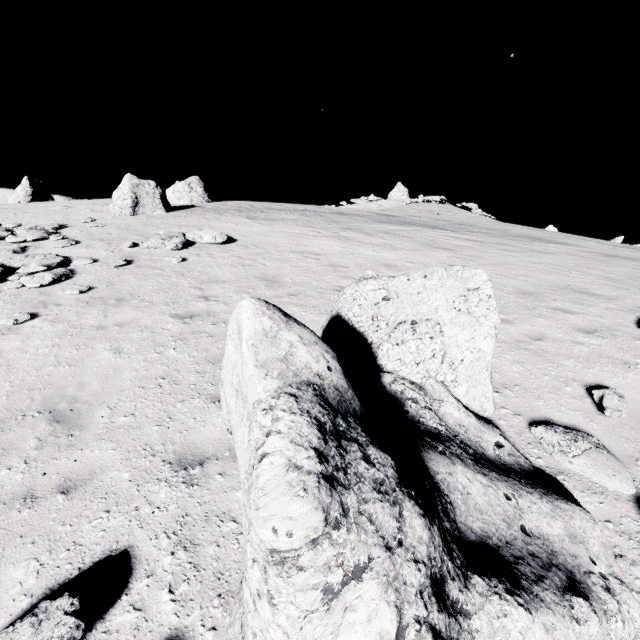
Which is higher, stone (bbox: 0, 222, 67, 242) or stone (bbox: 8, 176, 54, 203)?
stone (bbox: 8, 176, 54, 203)

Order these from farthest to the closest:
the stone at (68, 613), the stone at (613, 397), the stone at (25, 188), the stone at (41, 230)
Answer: the stone at (25, 188), the stone at (41, 230), the stone at (613, 397), the stone at (68, 613)

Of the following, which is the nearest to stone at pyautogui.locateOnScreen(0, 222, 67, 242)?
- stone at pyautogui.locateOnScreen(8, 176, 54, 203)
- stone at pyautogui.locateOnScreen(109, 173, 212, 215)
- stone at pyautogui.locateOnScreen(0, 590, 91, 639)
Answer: stone at pyautogui.locateOnScreen(8, 176, 54, 203)

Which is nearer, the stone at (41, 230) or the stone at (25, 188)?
the stone at (41, 230)

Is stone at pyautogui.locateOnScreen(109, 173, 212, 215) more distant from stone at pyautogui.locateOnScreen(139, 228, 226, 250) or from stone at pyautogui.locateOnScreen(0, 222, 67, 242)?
stone at pyautogui.locateOnScreen(0, 222, 67, 242)

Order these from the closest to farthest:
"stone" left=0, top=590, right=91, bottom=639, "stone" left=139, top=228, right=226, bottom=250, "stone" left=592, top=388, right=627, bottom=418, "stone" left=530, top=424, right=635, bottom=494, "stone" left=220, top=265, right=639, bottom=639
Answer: "stone" left=220, top=265, right=639, bottom=639 < "stone" left=0, top=590, right=91, bottom=639 < "stone" left=530, top=424, right=635, bottom=494 < "stone" left=592, top=388, right=627, bottom=418 < "stone" left=139, top=228, right=226, bottom=250

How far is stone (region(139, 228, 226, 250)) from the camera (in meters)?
12.56

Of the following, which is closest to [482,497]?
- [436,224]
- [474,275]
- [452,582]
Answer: [452,582]
